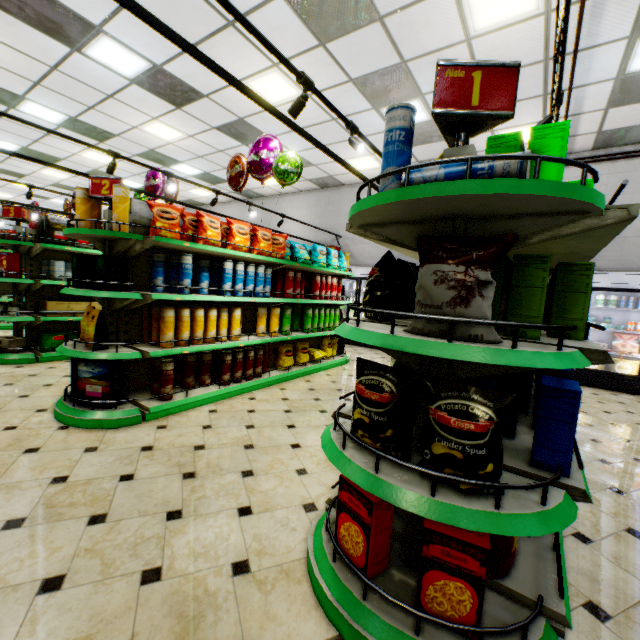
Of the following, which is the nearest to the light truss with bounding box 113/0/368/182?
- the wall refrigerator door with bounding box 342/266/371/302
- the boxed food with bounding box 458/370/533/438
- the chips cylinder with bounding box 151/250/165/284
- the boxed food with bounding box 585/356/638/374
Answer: the wall refrigerator door with bounding box 342/266/371/302

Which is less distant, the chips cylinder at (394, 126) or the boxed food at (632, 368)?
the chips cylinder at (394, 126)

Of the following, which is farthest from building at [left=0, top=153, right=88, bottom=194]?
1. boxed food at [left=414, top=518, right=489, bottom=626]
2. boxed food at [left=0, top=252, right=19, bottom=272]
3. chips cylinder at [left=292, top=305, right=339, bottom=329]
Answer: boxed food at [left=0, top=252, right=19, bottom=272]

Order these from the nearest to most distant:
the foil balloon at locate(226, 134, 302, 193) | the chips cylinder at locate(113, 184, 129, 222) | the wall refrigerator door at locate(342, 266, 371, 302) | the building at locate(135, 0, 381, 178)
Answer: the chips cylinder at locate(113, 184, 129, 222)
the building at locate(135, 0, 381, 178)
the foil balloon at locate(226, 134, 302, 193)
the wall refrigerator door at locate(342, 266, 371, 302)

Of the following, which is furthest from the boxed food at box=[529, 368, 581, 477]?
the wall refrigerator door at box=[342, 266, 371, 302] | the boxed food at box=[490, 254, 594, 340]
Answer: the wall refrigerator door at box=[342, 266, 371, 302]

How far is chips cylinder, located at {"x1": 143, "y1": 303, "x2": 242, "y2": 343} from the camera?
3.52m

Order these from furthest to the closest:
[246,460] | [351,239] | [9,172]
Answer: [9,172] → [351,239] → [246,460]

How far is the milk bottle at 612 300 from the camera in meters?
6.3
